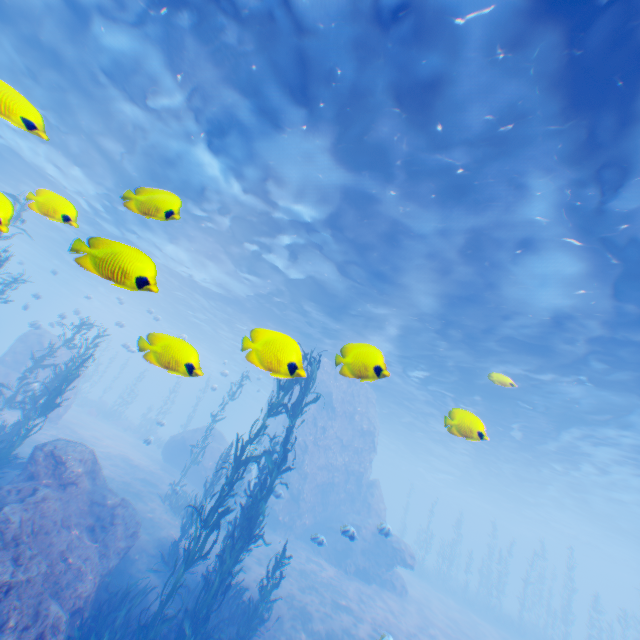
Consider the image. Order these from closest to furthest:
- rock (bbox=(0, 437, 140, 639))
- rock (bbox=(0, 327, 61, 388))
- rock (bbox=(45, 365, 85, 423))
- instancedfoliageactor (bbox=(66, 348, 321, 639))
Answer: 1. rock (bbox=(0, 437, 140, 639))
2. instancedfoliageactor (bbox=(66, 348, 321, 639))
3. rock (bbox=(0, 327, 61, 388))
4. rock (bbox=(45, 365, 85, 423))

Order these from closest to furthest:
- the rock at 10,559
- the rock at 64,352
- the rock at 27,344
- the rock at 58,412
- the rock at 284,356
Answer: the rock at 284,356 < the rock at 10,559 < the rock at 27,344 < the rock at 58,412 < the rock at 64,352

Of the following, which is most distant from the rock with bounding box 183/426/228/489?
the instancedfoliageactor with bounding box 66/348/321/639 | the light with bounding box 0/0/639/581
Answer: the instancedfoliageactor with bounding box 66/348/321/639

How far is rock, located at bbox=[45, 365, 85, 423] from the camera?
19.6m

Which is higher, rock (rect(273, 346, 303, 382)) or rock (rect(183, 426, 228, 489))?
rock (rect(273, 346, 303, 382))

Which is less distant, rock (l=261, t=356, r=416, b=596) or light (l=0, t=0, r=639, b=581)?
light (l=0, t=0, r=639, b=581)

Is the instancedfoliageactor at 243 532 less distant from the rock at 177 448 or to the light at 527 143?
the rock at 177 448

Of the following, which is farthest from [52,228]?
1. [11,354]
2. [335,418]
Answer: [335,418]
